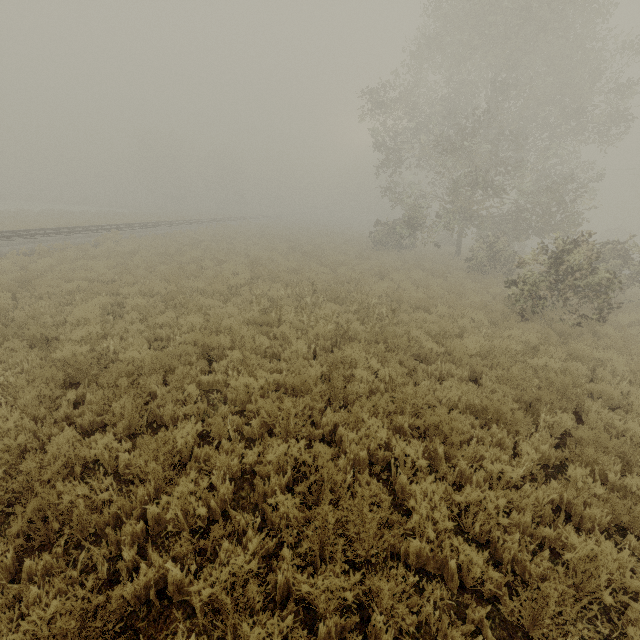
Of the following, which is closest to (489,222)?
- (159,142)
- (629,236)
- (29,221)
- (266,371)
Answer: (629,236)
